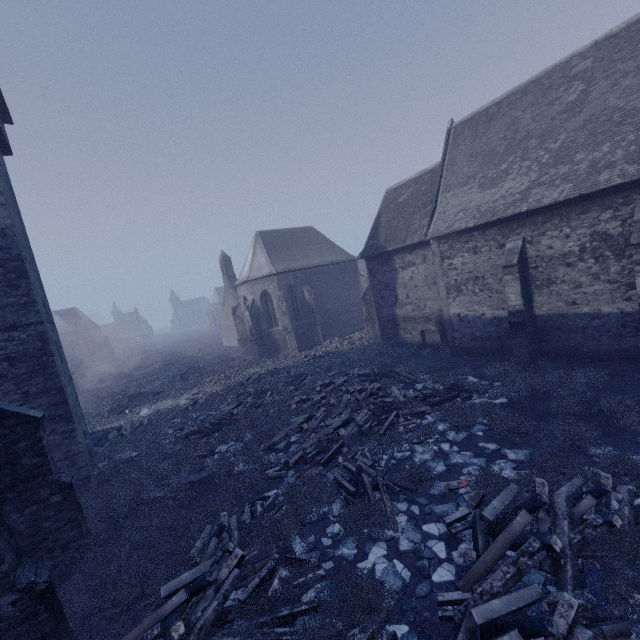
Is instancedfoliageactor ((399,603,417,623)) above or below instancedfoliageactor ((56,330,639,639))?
below

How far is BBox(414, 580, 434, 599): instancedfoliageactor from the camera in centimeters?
556cm

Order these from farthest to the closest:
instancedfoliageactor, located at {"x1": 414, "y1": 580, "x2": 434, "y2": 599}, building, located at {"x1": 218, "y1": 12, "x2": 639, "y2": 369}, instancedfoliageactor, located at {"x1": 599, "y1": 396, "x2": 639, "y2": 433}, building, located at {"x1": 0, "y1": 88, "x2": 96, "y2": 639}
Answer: building, located at {"x1": 218, "y1": 12, "x2": 639, "y2": 369}
instancedfoliageactor, located at {"x1": 599, "y1": 396, "x2": 639, "y2": 433}
instancedfoliageactor, located at {"x1": 414, "y1": 580, "x2": 434, "y2": 599}
building, located at {"x1": 0, "y1": 88, "x2": 96, "y2": 639}

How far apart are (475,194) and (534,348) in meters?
8.1

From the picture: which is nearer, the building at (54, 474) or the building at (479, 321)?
the building at (54, 474)

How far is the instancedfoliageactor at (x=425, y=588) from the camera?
5.6 meters

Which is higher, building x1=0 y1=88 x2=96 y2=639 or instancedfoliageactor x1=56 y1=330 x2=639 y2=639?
building x1=0 y1=88 x2=96 y2=639

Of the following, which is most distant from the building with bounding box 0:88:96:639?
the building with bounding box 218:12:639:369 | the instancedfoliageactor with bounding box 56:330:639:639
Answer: the building with bounding box 218:12:639:369
